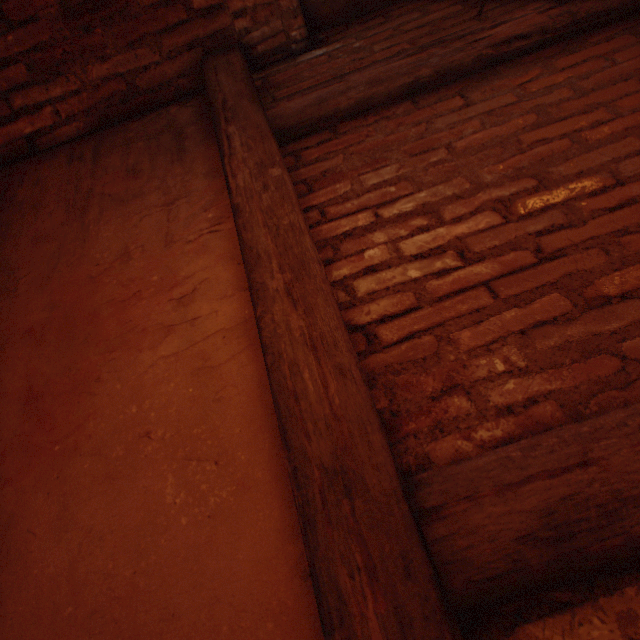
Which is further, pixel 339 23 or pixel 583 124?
pixel 339 23
